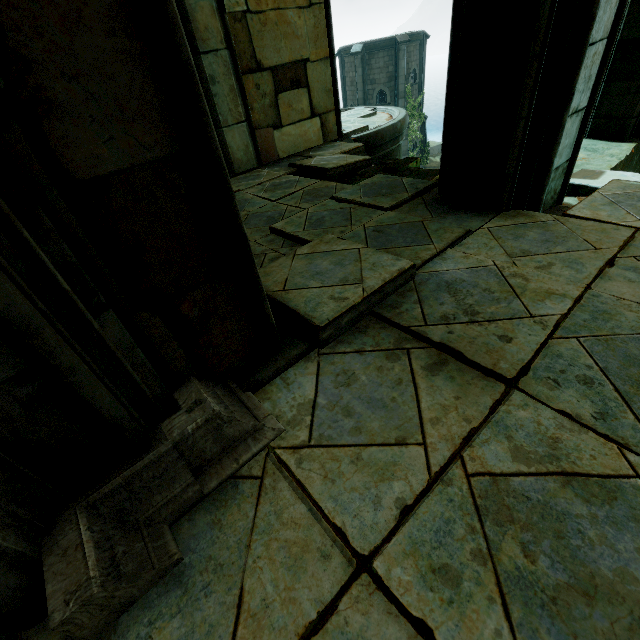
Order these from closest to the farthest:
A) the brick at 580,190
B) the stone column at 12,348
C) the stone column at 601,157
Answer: the stone column at 12,348, the brick at 580,190, the stone column at 601,157

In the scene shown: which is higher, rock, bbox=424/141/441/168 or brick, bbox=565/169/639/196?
brick, bbox=565/169/639/196

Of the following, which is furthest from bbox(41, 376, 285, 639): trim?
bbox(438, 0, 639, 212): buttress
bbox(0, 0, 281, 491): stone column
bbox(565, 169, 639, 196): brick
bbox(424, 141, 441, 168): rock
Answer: bbox(424, 141, 441, 168): rock

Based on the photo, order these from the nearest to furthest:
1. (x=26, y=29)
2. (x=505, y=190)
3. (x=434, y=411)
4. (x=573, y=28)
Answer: (x=26, y=29) → (x=434, y=411) → (x=573, y=28) → (x=505, y=190)

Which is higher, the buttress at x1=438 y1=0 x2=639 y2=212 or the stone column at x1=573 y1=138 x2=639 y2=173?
the buttress at x1=438 y1=0 x2=639 y2=212

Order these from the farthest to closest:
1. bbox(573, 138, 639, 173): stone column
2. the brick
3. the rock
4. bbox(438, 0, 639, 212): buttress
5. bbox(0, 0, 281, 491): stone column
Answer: the rock
bbox(573, 138, 639, 173): stone column
the brick
bbox(438, 0, 639, 212): buttress
bbox(0, 0, 281, 491): stone column

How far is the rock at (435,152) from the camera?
30.2 meters

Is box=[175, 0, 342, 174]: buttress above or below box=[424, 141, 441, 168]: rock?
above
